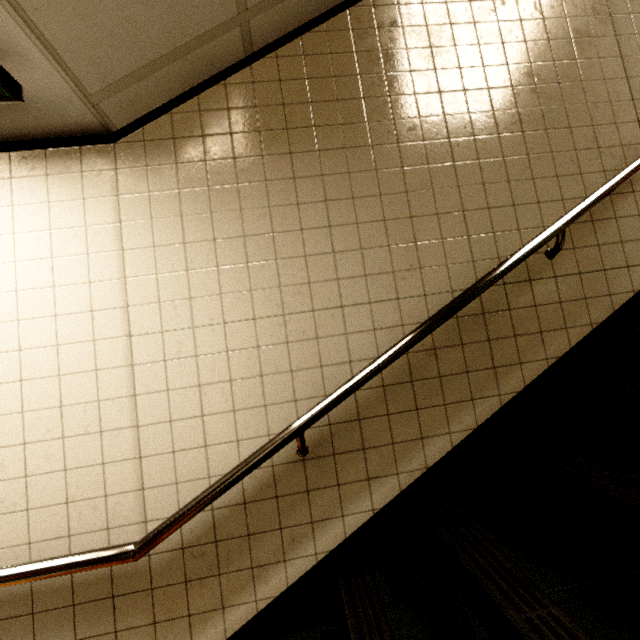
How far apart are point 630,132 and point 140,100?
2.8 meters
